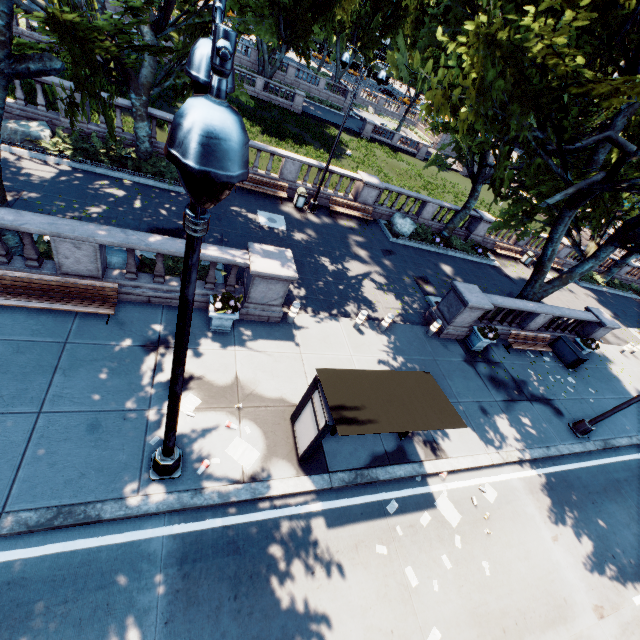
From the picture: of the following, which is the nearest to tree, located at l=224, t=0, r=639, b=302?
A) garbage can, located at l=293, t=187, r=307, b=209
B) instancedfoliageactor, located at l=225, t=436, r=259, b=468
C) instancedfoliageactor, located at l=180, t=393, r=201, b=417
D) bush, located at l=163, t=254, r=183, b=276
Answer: bush, located at l=163, t=254, r=183, b=276

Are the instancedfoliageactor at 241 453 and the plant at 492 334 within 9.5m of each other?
no

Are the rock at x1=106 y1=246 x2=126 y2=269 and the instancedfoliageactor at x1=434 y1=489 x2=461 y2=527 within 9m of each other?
no

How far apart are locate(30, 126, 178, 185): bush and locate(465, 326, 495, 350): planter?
17.9 meters

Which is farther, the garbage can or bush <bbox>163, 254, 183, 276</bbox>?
the garbage can

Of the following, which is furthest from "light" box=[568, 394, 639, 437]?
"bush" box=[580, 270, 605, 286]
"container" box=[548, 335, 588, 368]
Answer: "bush" box=[580, 270, 605, 286]

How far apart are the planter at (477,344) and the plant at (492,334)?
0.01m

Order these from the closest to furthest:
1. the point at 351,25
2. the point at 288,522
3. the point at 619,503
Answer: the point at 288,522, the point at 619,503, the point at 351,25
